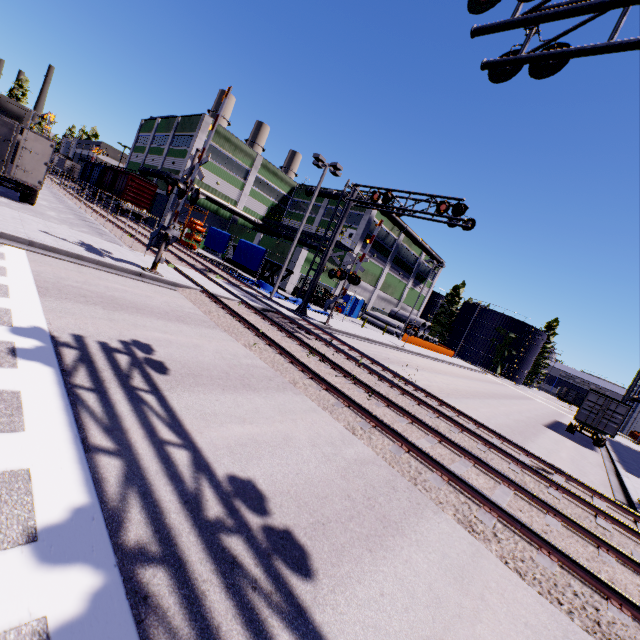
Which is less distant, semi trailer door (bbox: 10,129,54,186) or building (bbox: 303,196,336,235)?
semi trailer door (bbox: 10,129,54,186)

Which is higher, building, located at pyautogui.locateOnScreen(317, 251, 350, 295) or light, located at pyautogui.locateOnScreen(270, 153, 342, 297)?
light, located at pyautogui.locateOnScreen(270, 153, 342, 297)

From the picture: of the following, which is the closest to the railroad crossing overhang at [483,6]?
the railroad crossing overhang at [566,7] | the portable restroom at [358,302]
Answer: the railroad crossing overhang at [566,7]

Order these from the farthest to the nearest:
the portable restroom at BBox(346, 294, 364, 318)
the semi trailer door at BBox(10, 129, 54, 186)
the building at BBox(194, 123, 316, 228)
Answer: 1. the portable restroom at BBox(346, 294, 364, 318)
2. the building at BBox(194, 123, 316, 228)
3. the semi trailer door at BBox(10, 129, 54, 186)

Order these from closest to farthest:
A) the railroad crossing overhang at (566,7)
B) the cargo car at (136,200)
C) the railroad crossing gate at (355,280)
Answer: the railroad crossing overhang at (566,7) → the railroad crossing gate at (355,280) → the cargo car at (136,200)

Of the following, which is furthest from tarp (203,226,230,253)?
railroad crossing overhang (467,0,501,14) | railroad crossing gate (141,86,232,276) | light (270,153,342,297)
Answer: railroad crossing overhang (467,0,501,14)

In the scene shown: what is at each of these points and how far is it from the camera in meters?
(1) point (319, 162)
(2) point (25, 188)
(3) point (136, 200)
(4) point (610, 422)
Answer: (1) light, 21.8
(2) semi trailer, 18.4
(3) cargo car, 36.5
(4) cargo container door, 20.9

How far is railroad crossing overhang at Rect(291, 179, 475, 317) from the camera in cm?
1534
